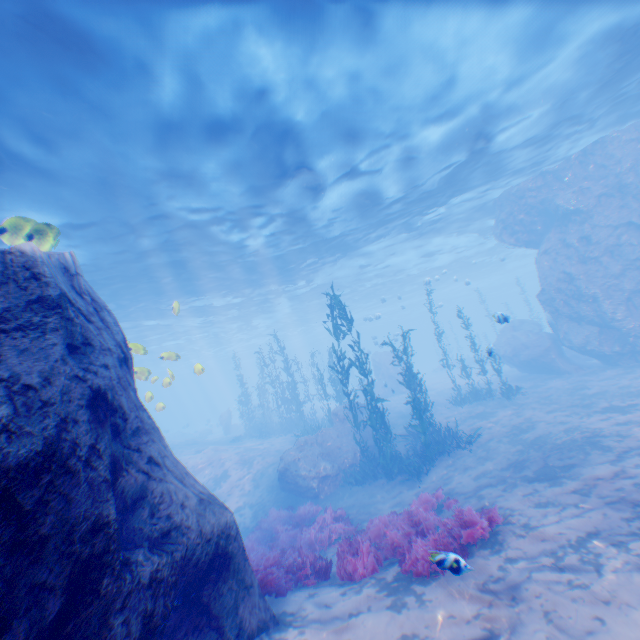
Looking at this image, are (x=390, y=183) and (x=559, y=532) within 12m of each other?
no

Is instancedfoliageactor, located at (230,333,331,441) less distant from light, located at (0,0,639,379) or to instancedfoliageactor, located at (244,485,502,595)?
light, located at (0,0,639,379)

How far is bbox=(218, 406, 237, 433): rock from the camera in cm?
3572

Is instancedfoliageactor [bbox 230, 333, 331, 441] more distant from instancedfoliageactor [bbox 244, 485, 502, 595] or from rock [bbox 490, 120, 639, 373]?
instancedfoliageactor [bbox 244, 485, 502, 595]

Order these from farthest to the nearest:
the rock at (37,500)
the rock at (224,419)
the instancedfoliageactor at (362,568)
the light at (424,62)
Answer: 1. the rock at (224,419)
2. the light at (424,62)
3. the instancedfoliageactor at (362,568)
4. the rock at (37,500)

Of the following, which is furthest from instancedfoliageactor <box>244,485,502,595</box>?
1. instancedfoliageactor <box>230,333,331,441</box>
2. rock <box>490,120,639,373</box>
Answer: instancedfoliageactor <box>230,333,331,441</box>

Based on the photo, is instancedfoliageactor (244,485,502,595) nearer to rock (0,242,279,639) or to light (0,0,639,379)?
rock (0,242,279,639)

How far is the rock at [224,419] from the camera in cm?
3572
